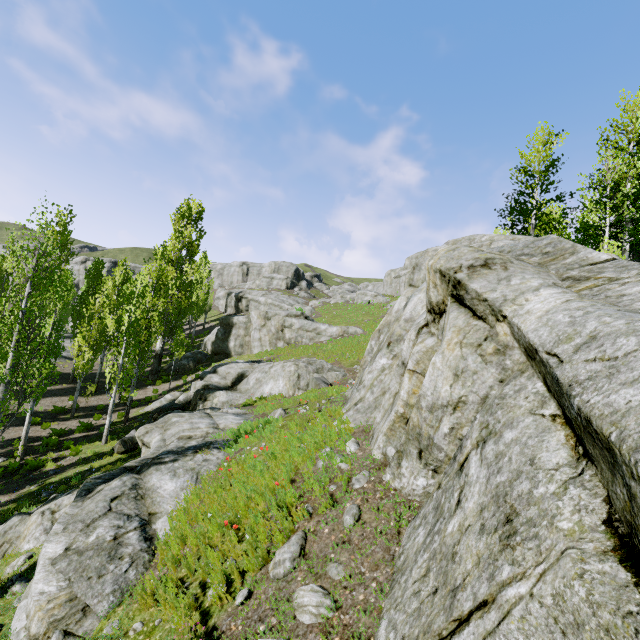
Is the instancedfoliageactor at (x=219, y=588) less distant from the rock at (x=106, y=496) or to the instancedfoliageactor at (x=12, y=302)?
the rock at (x=106, y=496)

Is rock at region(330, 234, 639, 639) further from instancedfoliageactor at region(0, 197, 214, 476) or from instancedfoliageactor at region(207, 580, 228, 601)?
instancedfoliageactor at region(207, 580, 228, 601)

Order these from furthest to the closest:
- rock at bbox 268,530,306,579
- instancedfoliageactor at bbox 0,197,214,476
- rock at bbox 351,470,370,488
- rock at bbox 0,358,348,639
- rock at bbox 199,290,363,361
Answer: rock at bbox 199,290,363,361 < instancedfoliageactor at bbox 0,197,214,476 < rock at bbox 351,470,370,488 < rock at bbox 0,358,348,639 < rock at bbox 268,530,306,579

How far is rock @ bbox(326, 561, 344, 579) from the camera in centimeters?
425cm

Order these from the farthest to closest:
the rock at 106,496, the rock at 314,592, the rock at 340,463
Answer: the rock at 340,463 < the rock at 106,496 < the rock at 314,592

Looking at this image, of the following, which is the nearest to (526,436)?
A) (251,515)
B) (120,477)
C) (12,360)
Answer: (251,515)

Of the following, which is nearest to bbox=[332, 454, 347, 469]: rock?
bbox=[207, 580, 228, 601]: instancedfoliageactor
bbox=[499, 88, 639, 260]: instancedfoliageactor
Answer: bbox=[499, 88, 639, 260]: instancedfoliageactor
